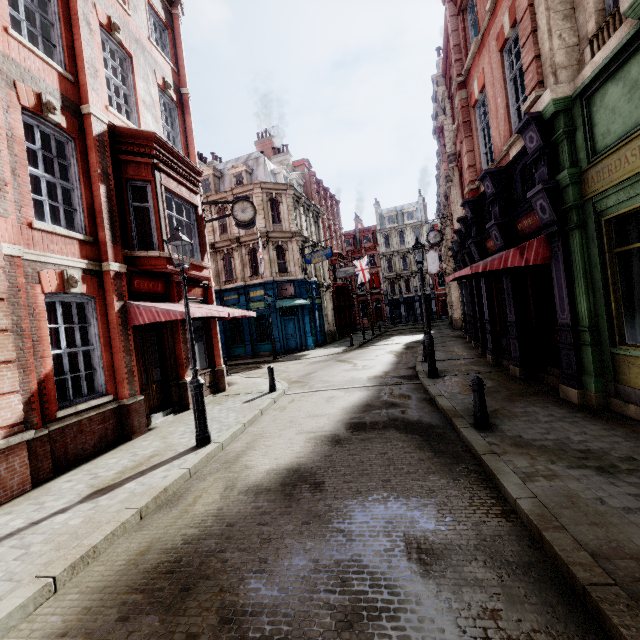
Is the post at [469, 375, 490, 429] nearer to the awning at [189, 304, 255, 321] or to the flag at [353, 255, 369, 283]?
the awning at [189, 304, 255, 321]

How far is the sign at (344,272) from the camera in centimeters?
3309cm

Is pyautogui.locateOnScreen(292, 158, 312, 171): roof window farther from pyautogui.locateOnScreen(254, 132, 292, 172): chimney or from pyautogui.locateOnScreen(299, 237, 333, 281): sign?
pyautogui.locateOnScreen(299, 237, 333, 281): sign

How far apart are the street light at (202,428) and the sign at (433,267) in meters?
30.8

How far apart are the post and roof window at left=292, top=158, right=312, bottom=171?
35.01m

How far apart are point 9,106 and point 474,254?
13.6m

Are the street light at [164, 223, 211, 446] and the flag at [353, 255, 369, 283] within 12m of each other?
no

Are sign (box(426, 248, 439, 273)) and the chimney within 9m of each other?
no
